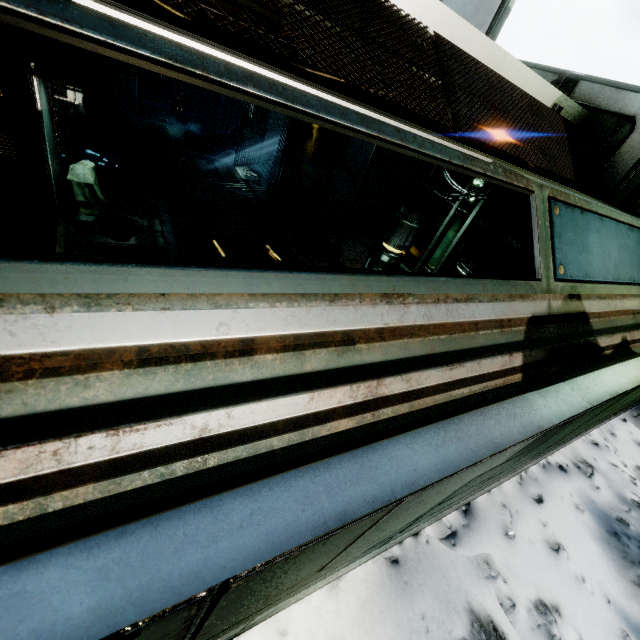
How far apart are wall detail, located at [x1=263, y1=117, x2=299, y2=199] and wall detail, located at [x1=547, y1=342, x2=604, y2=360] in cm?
1189

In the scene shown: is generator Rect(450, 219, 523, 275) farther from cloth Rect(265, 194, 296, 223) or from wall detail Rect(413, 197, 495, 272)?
cloth Rect(265, 194, 296, 223)

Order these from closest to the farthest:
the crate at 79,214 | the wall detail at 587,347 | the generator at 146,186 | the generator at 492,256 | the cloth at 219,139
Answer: the wall detail at 587,347 < the generator at 492,256 < the crate at 79,214 < the generator at 146,186 < the cloth at 219,139

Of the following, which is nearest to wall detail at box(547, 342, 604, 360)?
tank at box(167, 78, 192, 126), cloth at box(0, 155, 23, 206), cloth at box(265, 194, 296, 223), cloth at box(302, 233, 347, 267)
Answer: cloth at box(302, 233, 347, 267)

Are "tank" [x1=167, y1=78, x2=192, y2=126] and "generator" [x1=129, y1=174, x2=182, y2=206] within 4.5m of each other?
no

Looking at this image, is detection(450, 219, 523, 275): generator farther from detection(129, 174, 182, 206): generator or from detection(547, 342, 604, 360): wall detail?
detection(129, 174, 182, 206): generator

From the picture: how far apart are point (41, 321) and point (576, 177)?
5.4m

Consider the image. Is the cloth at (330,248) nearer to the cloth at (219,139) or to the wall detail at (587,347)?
the wall detail at (587,347)
